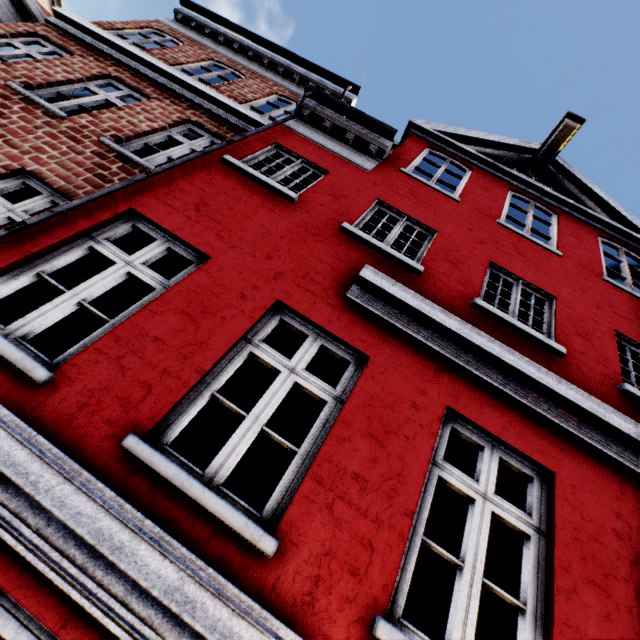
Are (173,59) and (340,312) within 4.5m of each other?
no
